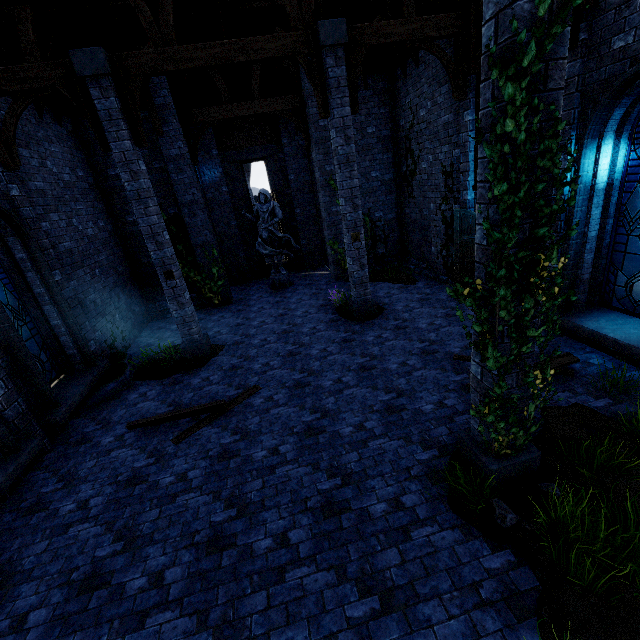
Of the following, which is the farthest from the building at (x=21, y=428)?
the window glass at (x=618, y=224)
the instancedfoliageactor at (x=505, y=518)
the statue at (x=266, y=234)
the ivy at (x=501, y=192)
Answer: the instancedfoliageactor at (x=505, y=518)

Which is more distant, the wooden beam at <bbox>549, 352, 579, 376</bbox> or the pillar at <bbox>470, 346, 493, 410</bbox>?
the wooden beam at <bbox>549, 352, 579, 376</bbox>

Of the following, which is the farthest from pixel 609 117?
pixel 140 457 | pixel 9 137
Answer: pixel 9 137

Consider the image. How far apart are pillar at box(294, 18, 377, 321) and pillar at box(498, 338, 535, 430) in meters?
5.2 m

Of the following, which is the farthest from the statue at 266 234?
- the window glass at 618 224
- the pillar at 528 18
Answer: the pillar at 528 18

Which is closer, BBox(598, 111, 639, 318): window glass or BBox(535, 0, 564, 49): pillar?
BBox(535, 0, 564, 49): pillar

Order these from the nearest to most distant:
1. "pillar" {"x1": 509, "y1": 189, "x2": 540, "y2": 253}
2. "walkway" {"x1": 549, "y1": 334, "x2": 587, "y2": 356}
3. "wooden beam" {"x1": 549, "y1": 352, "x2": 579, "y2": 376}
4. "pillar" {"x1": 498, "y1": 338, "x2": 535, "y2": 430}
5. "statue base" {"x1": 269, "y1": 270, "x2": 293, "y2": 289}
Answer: "pillar" {"x1": 509, "y1": 189, "x2": 540, "y2": 253}
"pillar" {"x1": 498, "y1": 338, "x2": 535, "y2": 430}
"wooden beam" {"x1": 549, "y1": 352, "x2": 579, "y2": 376}
"walkway" {"x1": 549, "y1": 334, "x2": 587, "y2": 356}
"statue base" {"x1": 269, "y1": 270, "x2": 293, "y2": 289}

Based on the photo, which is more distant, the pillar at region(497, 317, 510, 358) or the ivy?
the pillar at region(497, 317, 510, 358)
